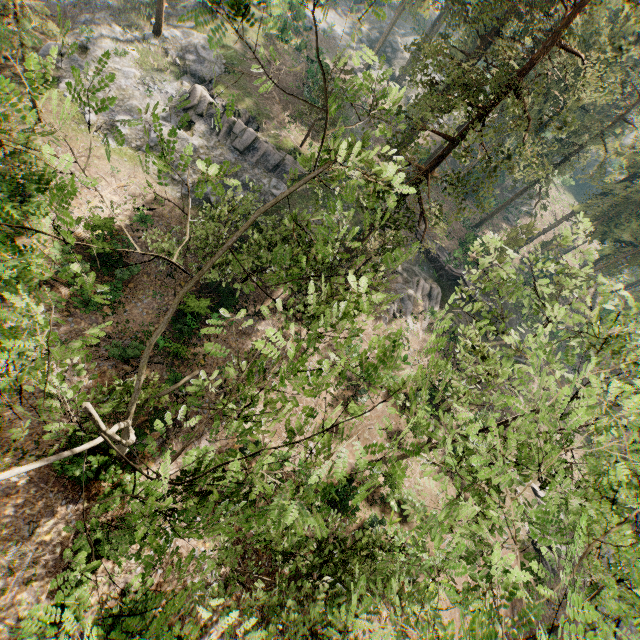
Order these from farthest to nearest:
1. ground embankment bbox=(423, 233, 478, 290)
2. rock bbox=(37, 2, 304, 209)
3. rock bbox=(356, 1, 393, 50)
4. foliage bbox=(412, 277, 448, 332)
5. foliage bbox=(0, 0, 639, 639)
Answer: rock bbox=(356, 1, 393, 50) → ground embankment bbox=(423, 233, 478, 290) → rock bbox=(37, 2, 304, 209) → foliage bbox=(412, 277, 448, 332) → foliage bbox=(0, 0, 639, 639)

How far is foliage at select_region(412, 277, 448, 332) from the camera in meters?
16.3 m

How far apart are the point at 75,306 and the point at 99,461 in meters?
10.4 m

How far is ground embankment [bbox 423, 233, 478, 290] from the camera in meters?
37.1

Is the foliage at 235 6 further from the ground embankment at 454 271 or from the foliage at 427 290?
the foliage at 427 290

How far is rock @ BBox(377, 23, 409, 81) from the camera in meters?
52.4

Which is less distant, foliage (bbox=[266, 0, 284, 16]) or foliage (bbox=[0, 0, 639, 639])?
foliage (bbox=[0, 0, 639, 639])

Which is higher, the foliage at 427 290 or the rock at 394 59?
the rock at 394 59
